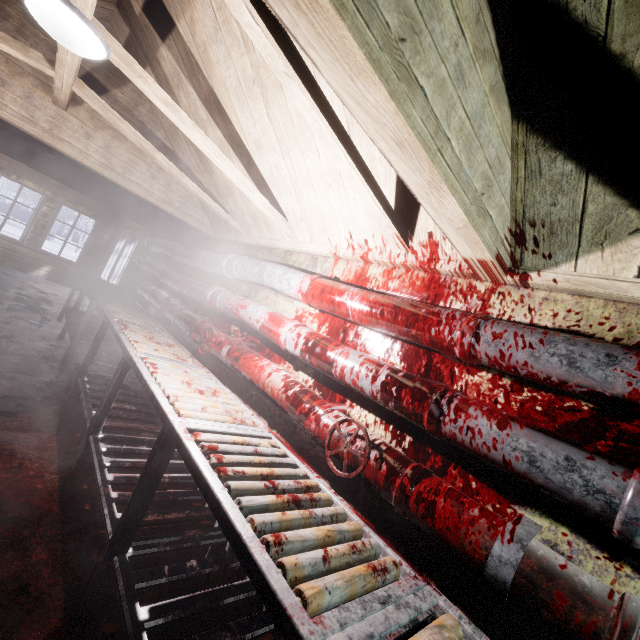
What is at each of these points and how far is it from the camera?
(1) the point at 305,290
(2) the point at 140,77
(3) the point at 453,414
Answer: (1) pipe, 2.0 meters
(2) beam, 1.7 meters
(3) pipe, 1.2 meters

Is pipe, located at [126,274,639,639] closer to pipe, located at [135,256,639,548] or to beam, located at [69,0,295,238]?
pipe, located at [135,256,639,548]

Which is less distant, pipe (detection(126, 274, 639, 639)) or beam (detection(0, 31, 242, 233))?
pipe (detection(126, 274, 639, 639))

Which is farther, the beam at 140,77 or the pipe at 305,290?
the beam at 140,77

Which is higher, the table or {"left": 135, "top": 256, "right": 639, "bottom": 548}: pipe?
{"left": 135, "top": 256, "right": 639, "bottom": 548}: pipe

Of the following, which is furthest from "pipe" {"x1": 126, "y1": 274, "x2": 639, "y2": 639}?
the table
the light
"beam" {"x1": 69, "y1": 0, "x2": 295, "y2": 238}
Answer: the light

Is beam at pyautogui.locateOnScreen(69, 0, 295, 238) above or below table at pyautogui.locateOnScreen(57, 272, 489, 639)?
above

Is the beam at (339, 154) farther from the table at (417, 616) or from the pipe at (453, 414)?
the table at (417, 616)
